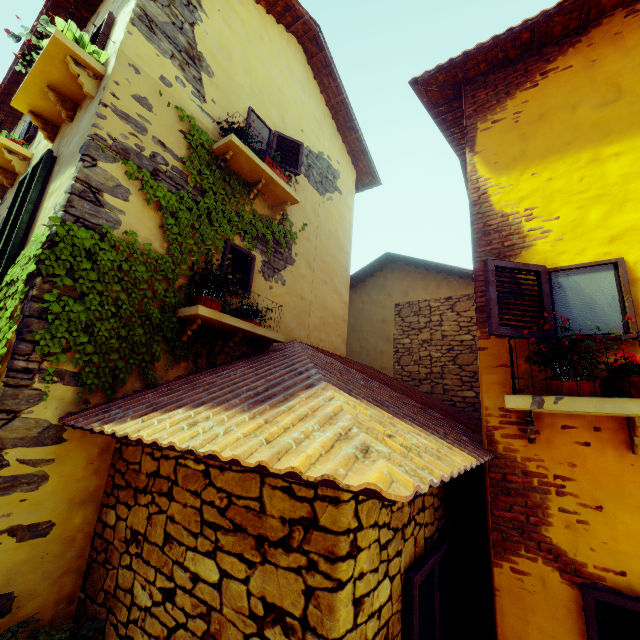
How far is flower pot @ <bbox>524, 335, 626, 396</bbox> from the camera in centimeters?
231cm

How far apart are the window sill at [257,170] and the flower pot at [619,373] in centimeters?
459cm

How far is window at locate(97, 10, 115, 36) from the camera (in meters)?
4.07

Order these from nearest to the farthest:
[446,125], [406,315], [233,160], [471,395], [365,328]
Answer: [233,160], [446,125], [471,395], [406,315], [365,328]

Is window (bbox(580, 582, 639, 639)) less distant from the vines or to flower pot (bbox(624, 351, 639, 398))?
flower pot (bbox(624, 351, 639, 398))

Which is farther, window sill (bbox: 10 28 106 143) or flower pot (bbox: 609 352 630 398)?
window sill (bbox: 10 28 106 143)

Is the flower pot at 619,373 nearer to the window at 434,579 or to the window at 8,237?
→ the window at 8,237

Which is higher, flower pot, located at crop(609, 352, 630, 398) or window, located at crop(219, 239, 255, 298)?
window, located at crop(219, 239, 255, 298)
